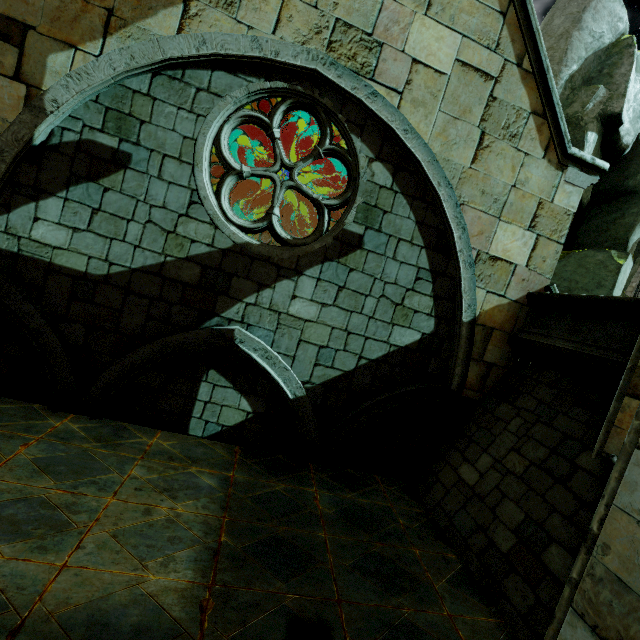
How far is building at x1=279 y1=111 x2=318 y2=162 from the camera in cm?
1106

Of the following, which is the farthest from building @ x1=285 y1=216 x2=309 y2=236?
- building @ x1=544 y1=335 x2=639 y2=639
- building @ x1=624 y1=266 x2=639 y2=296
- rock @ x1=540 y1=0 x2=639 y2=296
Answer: building @ x1=624 y1=266 x2=639 y2=296

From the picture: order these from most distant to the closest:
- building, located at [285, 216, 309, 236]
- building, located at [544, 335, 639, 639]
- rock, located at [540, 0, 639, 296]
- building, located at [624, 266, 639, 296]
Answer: building, located at [624, 266, 639, 296]
building, located at [285, 216, 309, 236]
rock, located at [540, 0, 639, 296]
building, located at [544, 335, 639, 639]

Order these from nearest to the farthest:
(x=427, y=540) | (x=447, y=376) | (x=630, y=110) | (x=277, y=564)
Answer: (x=277, y=564) < (x=427, y=540) < (x=447, y=376) < (x=630, y=110)

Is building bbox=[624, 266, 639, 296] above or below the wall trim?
above

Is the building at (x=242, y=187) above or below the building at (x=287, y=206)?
below

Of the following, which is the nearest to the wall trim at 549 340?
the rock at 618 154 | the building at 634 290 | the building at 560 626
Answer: the building at 560 626

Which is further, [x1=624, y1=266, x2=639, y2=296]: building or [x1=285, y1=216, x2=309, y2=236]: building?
[x1=624, y1=266, x2=639, y2=296]: building
